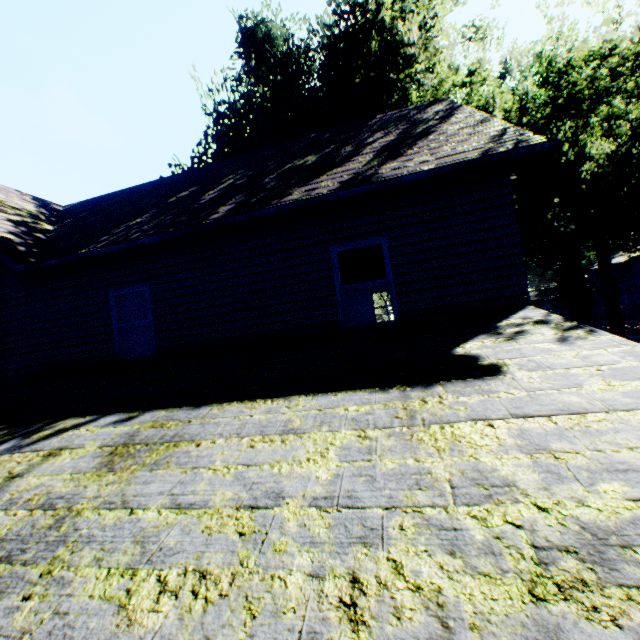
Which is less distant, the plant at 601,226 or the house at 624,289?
the plant at 601,226

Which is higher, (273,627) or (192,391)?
(192,391)

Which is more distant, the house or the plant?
the house
